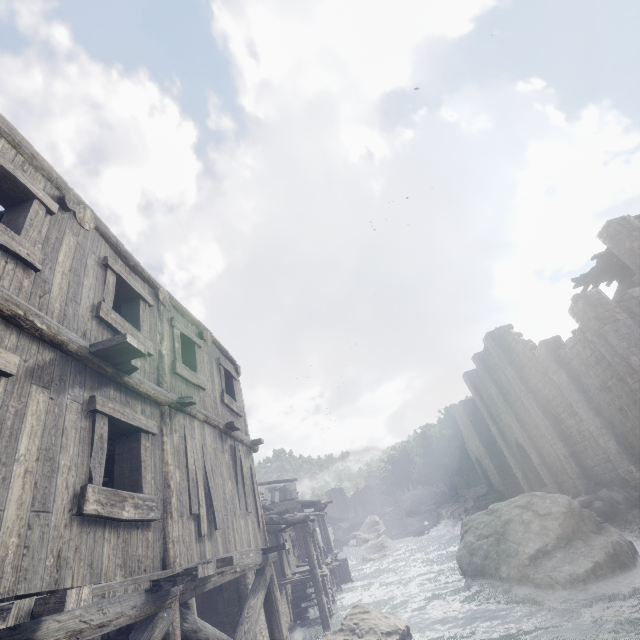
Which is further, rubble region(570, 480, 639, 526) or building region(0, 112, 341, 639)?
rubble region(570, 480, 639, 526)

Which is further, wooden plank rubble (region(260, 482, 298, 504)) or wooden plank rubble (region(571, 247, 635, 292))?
wooden plank rubble (region(260, 482, 298, 504))

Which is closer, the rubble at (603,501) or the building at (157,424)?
the building at (157,424)

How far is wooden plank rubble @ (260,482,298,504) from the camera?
34.1 meters

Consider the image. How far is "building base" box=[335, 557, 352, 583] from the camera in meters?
27.3

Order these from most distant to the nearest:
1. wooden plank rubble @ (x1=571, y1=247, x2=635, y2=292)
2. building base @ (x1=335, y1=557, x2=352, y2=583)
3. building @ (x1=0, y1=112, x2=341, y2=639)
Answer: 1. building base @ (x1=335, y1=557, x2=352, y2=583)
2. wooden plank rubble @ (x1=571, y1=247, x2=635, y2=292)
3. building @ (x1=0, y1=112, x2=341, y2=639)

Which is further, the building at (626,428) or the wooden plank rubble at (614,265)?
the wooden plank rubble at (614,265)

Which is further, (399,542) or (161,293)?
(399,542)
